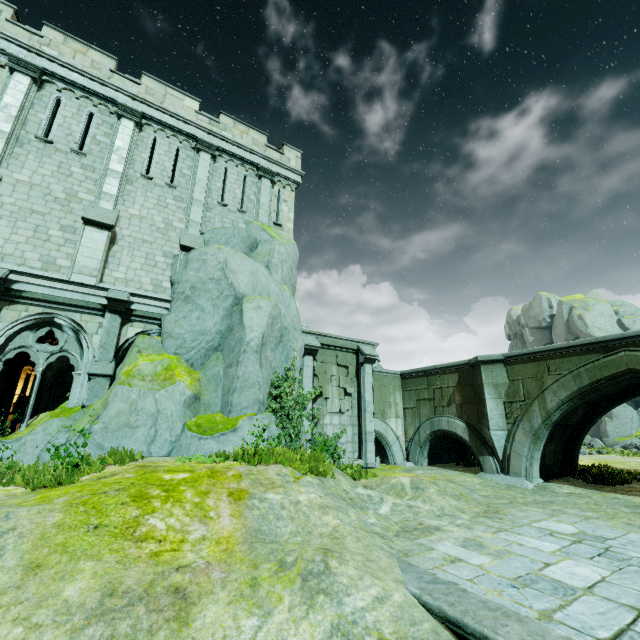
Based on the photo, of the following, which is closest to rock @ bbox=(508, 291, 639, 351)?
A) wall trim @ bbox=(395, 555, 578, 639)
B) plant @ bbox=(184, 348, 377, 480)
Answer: plant @ bbox=(184, 348, 377, 480)

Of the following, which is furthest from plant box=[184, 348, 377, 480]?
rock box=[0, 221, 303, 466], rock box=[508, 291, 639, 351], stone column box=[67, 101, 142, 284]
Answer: rock box=[508, 291, 639, 351]

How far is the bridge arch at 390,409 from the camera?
16.0m

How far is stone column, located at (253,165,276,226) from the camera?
16.0m

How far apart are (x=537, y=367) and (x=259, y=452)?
10.9m

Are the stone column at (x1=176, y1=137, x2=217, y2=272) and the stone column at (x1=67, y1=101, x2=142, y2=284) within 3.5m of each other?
yes

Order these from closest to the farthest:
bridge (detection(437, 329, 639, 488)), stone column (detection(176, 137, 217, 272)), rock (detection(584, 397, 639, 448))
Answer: bridge (detection(437, 329, 639, 488)), stone column (detection(176, 137, 217, 272)), rock (detection(584, 397, 639, 448))

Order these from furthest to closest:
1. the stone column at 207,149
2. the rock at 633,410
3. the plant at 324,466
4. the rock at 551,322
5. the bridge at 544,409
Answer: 1. the rock at 551,322
2. the rock at 633,410
3. the stone column at 207,149
4. the bridge at 544,409
5. the plant at 324,466
